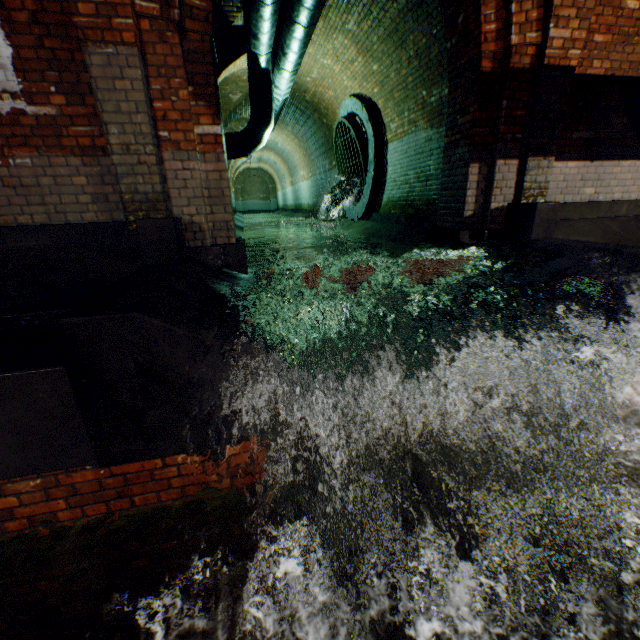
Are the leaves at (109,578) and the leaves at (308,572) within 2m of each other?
yes

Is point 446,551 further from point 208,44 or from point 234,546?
point 208,44

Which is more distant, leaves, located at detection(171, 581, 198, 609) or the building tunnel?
the building tunnel

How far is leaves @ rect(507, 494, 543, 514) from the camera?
2.18m

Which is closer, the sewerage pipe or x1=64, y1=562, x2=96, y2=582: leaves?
x1=64, y1=562, x2=96, y2=582: leaves

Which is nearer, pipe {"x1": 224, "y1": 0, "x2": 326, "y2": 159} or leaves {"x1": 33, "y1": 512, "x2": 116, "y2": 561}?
leaves {"x1": 33, "y1": 512, "x2": 116, "y2": 561}

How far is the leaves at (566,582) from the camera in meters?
1.7

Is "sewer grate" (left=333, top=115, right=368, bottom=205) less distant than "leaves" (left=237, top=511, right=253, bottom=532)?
No
